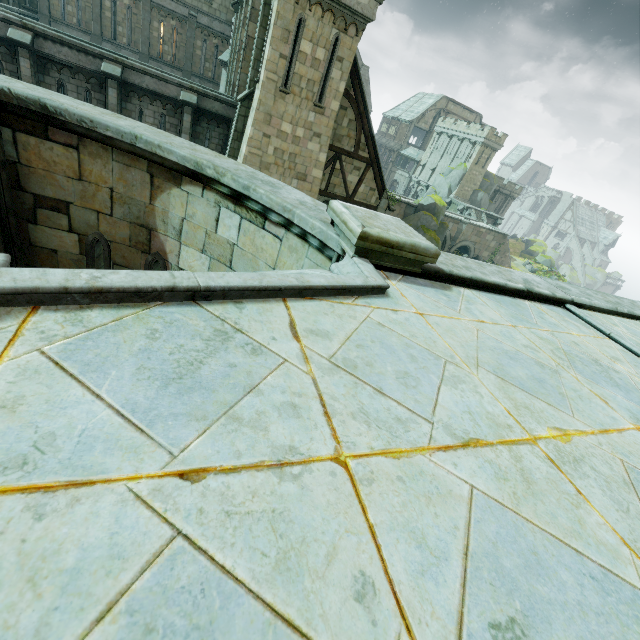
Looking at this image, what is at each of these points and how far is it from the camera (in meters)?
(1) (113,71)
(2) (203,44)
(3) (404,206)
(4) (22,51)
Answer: (1) stone column, 14.39
(2) building, 26.59
(3) bridge, 40.56
(4) stone column, 13.47

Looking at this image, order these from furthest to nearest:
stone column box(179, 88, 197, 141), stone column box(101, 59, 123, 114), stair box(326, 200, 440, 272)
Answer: stone column box(179, 88, 197, 141) < stone column box(101, 59, 123, 114) < stair box(326, 200, 440, 272)

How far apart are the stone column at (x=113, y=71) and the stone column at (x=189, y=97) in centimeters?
233cm

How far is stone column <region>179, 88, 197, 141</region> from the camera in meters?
15.7 m

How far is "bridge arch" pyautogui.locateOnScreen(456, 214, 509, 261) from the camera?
46.6m

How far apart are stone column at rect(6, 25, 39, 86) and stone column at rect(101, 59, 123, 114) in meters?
2.3

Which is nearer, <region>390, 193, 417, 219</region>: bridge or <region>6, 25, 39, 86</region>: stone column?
<region>6, 25, 39, 86</region>: stone column

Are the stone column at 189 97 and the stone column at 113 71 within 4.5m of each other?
yes
